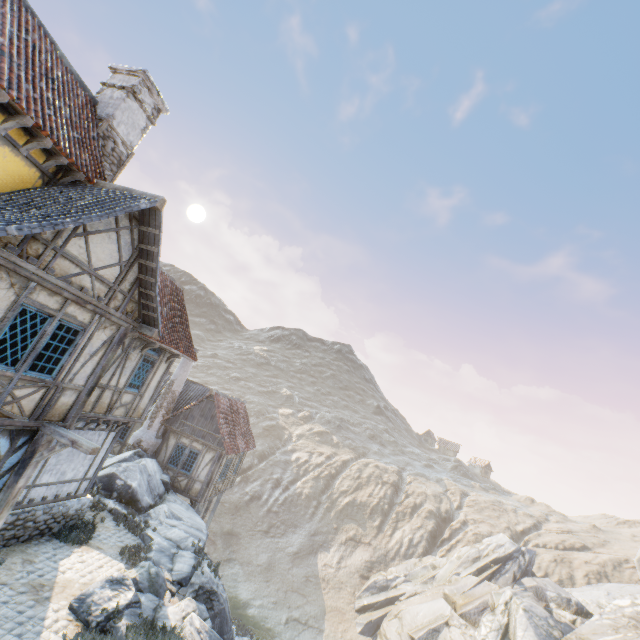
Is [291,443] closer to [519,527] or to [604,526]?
[519,527]

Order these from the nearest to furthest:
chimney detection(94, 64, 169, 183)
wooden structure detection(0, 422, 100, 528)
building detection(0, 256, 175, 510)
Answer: building detection(0, 256, 175, 510), wooden structure detection(0, 422, 100, 528), chimney detection(94, 64, 169, 183)

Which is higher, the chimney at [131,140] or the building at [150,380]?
the chimney at [131,140]

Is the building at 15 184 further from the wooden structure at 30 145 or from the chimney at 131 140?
the chimney at 131 140

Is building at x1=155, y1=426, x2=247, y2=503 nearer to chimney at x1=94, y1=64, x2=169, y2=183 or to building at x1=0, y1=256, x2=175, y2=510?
building at x1=0, y1=256, x2=175, y2=510

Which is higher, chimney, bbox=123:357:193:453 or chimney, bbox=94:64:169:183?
chimney, bbox=94:64:169:183

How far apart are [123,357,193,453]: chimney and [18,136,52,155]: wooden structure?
15.2 meters

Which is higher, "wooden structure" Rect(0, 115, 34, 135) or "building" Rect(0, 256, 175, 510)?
"wooden structure" Rect(0, 115, 34, 135)
